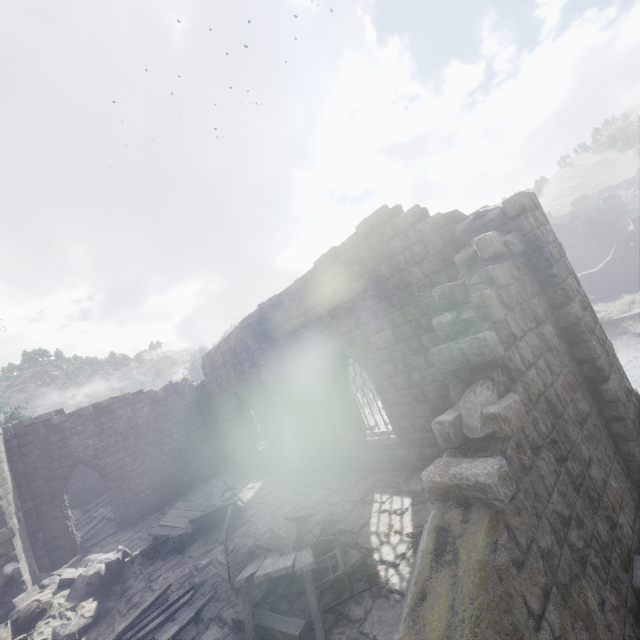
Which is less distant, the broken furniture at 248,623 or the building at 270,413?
the building at 270,413

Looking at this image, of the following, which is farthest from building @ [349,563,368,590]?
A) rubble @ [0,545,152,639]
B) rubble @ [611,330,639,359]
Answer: rubble @ [611,330,639,359]

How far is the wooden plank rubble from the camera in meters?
17.3 m

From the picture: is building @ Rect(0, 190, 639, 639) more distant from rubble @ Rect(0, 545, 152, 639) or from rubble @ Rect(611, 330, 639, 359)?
rubble @ Rect(611, 330, 639, 359)

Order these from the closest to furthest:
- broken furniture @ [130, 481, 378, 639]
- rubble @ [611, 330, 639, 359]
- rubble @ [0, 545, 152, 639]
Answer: broken furniture @ [130, 481, 378, 639]
rubble @ [0, 545, 152, 639]
rubble @ [611, 330, 639, 359]

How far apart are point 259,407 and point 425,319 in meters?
10.1

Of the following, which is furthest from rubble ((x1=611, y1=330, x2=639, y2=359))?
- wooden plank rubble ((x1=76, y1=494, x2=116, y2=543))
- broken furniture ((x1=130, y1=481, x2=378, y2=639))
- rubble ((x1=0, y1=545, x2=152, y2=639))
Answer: wooden plank rubble ((x1=76, y1=494, x2=116, y2=543))

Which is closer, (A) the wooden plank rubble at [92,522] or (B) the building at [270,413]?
(B) the building at [270,413]
